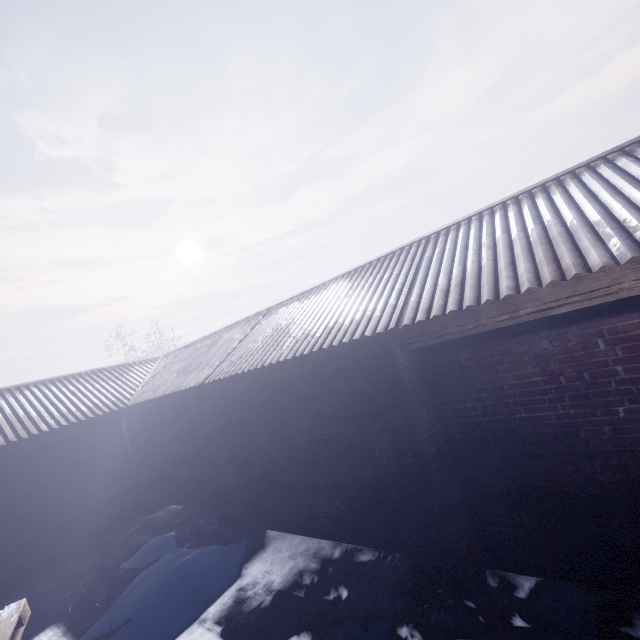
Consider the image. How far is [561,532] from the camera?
2.5 meters
